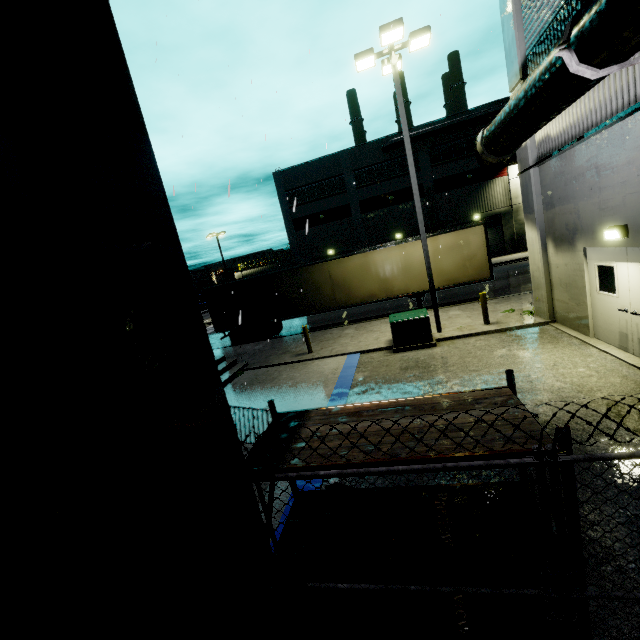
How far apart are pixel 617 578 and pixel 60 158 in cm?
595

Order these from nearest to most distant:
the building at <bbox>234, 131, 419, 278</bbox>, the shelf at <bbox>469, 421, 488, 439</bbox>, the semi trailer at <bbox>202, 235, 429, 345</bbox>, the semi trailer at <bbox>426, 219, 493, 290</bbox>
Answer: the shelf at <bbox>469, 421, 488, 439</bbox>
the semi trailer at <bbox>426, 219, 493, 290</bbox>
the semi trailer at <bbox>202, 235, 429, 345</bbox>
the building at <bbox>234, 131, 419, 278</bbox>

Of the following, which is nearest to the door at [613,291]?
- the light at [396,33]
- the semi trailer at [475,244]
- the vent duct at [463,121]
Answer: the semi trailer at [475,244]

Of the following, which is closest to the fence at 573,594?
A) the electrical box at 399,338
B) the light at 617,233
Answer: the light at 617,233

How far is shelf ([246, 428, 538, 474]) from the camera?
2.25m

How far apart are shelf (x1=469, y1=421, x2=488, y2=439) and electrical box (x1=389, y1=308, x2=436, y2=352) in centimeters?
803cm

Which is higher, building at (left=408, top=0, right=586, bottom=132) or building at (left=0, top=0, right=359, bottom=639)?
building at (left=408, top=0, right=586, bottom=132)

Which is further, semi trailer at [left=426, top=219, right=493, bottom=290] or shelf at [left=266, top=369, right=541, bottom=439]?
semi trailer at [left=426, top=219, right=493, bottom=290]
